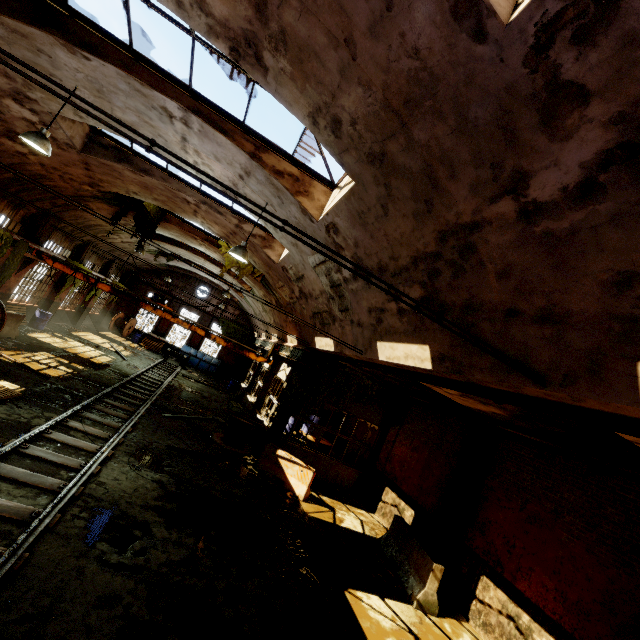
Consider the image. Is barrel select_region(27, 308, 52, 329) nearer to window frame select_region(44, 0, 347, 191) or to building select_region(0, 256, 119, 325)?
building select_region(0, 256, 119, 325)

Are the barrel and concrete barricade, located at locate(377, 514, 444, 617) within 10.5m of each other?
no

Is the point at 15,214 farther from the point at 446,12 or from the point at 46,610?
the point at 446,12

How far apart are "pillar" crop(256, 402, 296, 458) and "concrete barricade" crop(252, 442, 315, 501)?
0.7m

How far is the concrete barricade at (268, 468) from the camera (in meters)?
11.16

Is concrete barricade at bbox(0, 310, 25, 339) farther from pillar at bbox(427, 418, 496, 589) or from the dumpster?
pillar at bbox(427, 418, 496, 589)

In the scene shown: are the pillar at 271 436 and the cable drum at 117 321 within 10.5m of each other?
no

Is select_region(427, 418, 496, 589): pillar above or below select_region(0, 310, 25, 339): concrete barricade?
above
